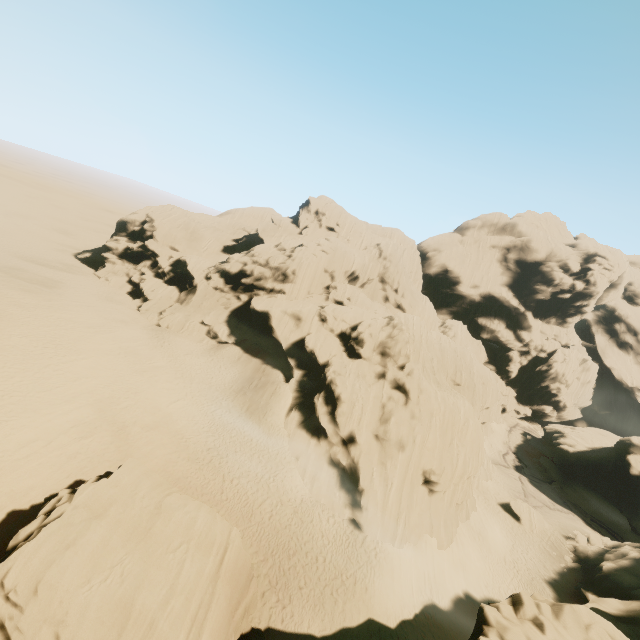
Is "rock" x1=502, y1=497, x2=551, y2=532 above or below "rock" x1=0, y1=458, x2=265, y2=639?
below

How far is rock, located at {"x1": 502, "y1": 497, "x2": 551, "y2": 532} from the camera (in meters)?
34.88

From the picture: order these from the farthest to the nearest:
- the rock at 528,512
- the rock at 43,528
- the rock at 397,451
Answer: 1. the rock at 528,512
2. the rock at 397,451
3. the rock at 43,528

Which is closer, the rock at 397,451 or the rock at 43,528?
the rock at 43,528

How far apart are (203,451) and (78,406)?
9.11m

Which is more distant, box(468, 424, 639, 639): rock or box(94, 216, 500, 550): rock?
box(94, 216, 500, 550): rock

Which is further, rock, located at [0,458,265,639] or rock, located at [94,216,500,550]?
rock, located at [94,216,500,550]

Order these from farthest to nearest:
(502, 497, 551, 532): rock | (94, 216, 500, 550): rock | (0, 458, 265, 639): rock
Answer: (502, 497, 551, 532): rock < (94, 216, 500, 550): rock < (0, 458, 265, 639): rock
